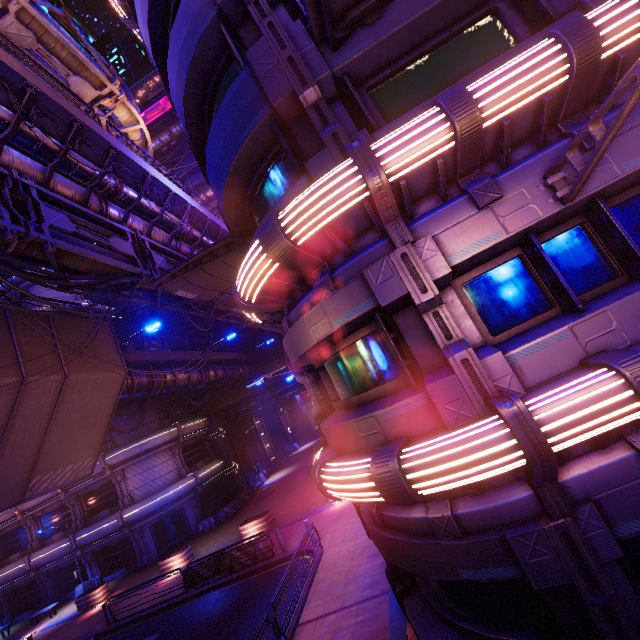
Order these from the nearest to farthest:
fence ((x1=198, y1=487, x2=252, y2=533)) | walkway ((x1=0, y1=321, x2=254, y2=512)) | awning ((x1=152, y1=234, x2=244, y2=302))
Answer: walkway ((x1=0, y1=321, x2=254, y2=512)) → awning ((x1=152, y1=234, x2=244, y2=302)) → fence ((x1=198, y1=487, x2=252, y2=533))

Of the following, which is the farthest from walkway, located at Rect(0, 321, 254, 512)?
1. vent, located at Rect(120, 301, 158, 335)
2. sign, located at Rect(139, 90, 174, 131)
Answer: sign, located at Rect(139, 90, 174, 131)

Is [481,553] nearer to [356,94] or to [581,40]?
[581,40]

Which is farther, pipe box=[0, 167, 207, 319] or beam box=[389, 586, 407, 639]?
pipe box=[0, 167, 207, 319]

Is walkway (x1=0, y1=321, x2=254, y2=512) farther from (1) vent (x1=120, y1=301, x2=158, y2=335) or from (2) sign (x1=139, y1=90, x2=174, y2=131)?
(2) sign (x1=139, y1=90, x2=174, y2=131)

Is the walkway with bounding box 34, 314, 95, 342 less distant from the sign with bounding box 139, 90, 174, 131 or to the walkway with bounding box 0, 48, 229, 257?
the walkway with bounding box 0, 48, 229, 257

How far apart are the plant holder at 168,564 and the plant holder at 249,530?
4.11m

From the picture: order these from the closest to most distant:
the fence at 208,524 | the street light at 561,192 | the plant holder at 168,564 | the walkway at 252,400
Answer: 1. the street light at 561,192
2. the plant holder at 168,564
3. the fence at 208,524
4. the walkway at 252,400
